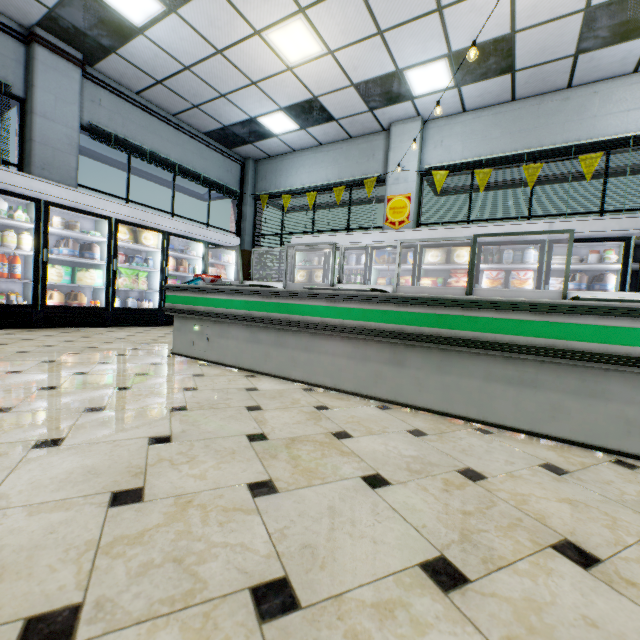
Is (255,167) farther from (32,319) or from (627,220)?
(627,220)

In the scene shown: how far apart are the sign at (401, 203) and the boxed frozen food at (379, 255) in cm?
96

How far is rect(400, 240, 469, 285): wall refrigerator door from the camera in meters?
5.9

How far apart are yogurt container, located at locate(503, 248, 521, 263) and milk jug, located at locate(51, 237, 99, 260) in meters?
7.3 m

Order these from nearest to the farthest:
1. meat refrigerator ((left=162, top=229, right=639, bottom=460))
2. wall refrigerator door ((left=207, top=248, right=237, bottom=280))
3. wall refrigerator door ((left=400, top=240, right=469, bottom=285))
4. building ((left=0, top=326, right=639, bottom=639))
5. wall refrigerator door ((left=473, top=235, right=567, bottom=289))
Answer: building ((left=0, top=326, right=639, bottom=639))
meat refrigerator ((left=162, top=229, right=639, bottom=460))
wall refrigerator door ((left=473, top=235, right=567, bottom=289))
wall refrigerator door ((left=400, top=240, right=469, bottom=285))
wall refrigerator door ((left=207, top=248, right=237, bottom=280))

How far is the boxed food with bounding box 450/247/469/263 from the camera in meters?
5.9 m

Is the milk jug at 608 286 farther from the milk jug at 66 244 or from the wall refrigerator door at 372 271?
the milk jug at 66 244

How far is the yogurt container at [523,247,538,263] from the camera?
5.3 meters
